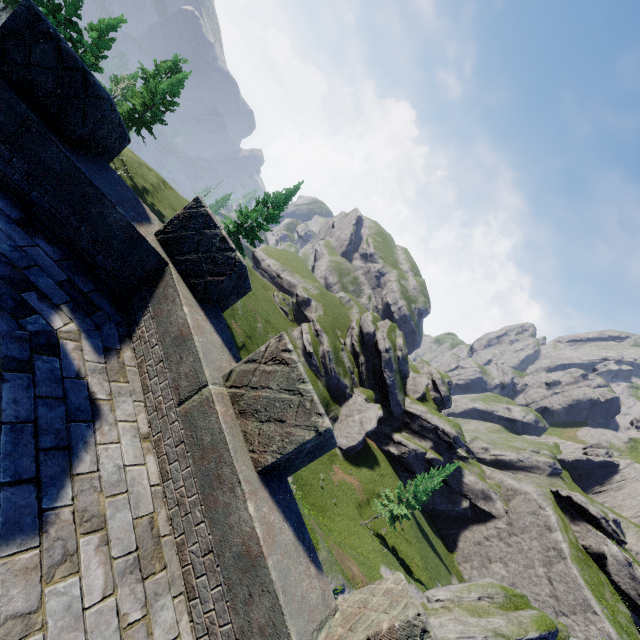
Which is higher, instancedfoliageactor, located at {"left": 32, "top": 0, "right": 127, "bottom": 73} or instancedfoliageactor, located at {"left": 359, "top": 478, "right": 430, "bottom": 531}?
instancedfoliageactor, located at {"left": 32, "top": 0, "right": 127, "bottom": 73}

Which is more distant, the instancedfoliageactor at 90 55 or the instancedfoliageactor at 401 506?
the instancedfoliageactor at 401 506

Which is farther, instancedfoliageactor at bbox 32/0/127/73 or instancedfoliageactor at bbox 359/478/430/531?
instancedfoliageactor at bbox 359/478/430/531

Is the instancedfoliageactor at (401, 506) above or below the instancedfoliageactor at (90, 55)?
below

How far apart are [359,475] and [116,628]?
50.0m

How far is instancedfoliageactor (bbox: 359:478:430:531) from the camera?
36.59m
